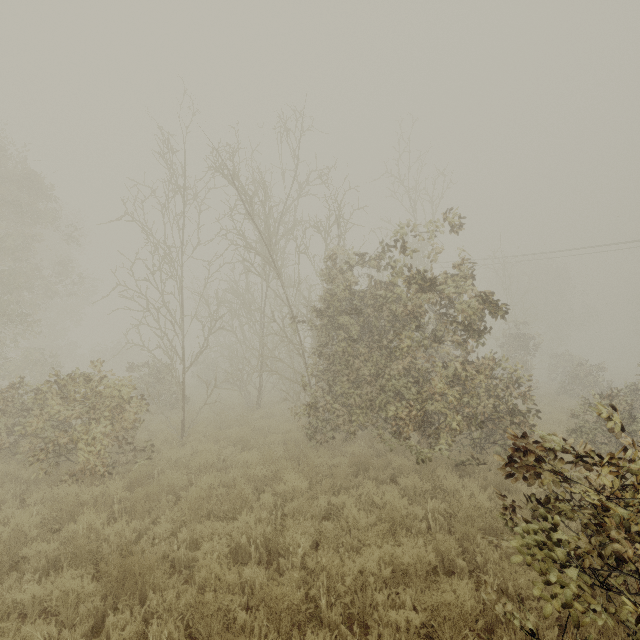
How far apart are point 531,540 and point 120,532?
5.79m
